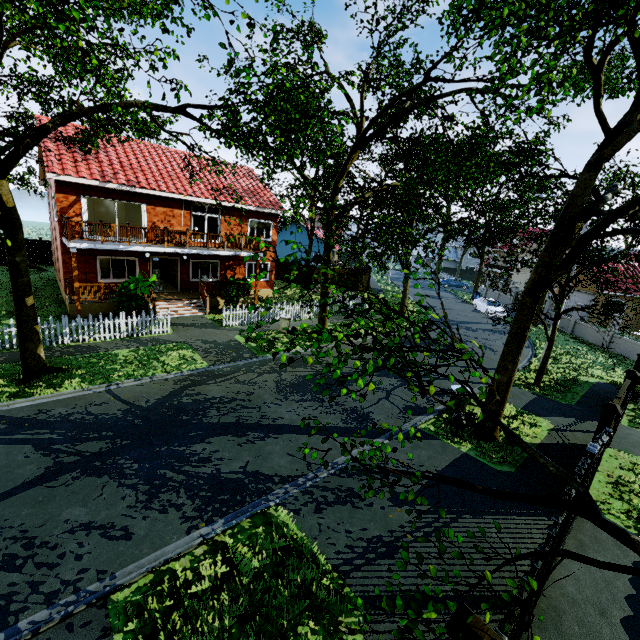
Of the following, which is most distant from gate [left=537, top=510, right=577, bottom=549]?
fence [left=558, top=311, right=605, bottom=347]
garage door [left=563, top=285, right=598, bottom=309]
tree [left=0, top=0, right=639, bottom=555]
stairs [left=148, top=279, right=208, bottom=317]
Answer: garage door [left=563, top=285, right=598, bottom=309]

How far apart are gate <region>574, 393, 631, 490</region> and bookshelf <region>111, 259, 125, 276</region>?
23.4 meters

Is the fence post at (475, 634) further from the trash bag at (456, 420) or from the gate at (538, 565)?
the trash bag at (456, 420)

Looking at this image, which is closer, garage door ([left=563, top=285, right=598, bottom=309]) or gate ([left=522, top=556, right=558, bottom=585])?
gate ([left=522, top=556, right=558, bottom=585])

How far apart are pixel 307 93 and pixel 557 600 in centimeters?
1369cm

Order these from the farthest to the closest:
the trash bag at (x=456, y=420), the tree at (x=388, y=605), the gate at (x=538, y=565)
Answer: the trash bag at (x=456, y=420), the gate at (x=538, y=565), the tree at (x=388, y=605)

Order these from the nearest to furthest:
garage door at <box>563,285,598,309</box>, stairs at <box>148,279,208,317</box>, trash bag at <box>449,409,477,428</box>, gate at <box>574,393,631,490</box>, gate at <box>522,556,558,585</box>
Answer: gate at <box>522,556,558,585</box>
gate at <box>574,393,631,490</box>
trash bag at <box>449,409,477,428</box>
stairs at <box>148,279,208,317</box>
garage door at <box>563,285,598,309</box>
